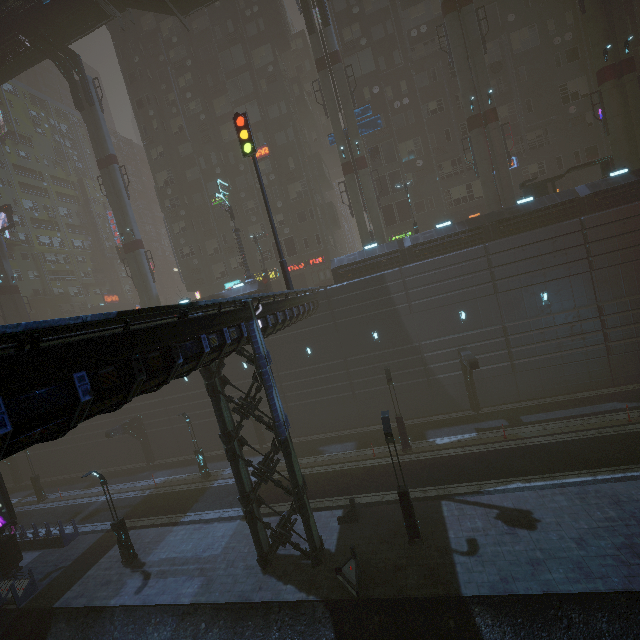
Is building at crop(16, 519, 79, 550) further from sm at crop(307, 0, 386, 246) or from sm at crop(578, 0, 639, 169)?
sm at crop(307, 0, 386, 246)

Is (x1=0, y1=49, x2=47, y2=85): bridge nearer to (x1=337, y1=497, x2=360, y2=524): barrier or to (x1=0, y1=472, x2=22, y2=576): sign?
(x1=0, y1=472, x2=22, y2=576): sign

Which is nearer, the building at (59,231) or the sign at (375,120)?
the sign at (375,120)

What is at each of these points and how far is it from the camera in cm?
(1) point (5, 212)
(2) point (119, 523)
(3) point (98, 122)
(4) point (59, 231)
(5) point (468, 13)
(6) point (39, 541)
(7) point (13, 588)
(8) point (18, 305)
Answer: (1) sign, 3703
(2) street light, 1733
(3) sm, 3297
(4) building, 5784
(5) sm, 2486
(6) building, 2127
(7) building, 1644
(8) sm, 3838

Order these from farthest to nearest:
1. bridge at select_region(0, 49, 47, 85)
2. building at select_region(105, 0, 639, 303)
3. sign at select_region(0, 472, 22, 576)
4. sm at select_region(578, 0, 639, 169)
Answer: bridge at select_region(0, 49, 47, 85) < building at select_region(105, 0, 639, 303) < sm at select_region(578, 0, 639, 169) < sign at select_region(0, 472, 22, 576)

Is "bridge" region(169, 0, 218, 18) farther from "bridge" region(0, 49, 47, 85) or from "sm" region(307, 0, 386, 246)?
"bridge" region(0, 49, 47, 85)

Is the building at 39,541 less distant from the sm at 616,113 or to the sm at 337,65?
the sm at 616,113

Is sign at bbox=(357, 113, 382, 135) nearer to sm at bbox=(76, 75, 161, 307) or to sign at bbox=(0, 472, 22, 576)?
sm at bbox=(76, 75, 161, 307)
